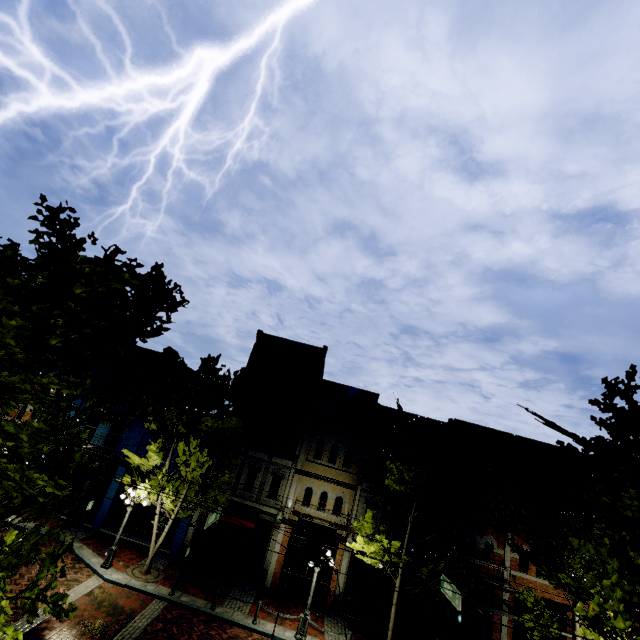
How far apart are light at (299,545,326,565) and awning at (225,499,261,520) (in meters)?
7.80

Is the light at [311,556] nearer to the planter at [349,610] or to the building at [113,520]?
the building at [113,520]

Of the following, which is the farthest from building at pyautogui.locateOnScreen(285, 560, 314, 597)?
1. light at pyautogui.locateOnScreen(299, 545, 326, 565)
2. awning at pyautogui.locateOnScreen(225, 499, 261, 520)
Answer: light at pyautogui.locateOnScreen(299, 545, 326, 565)

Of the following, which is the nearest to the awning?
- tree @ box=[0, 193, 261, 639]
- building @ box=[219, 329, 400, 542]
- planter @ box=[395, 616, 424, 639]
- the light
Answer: building @ box=[219, 329, 400, 542]

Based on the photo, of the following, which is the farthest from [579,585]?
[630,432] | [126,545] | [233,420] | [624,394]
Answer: [126,545]

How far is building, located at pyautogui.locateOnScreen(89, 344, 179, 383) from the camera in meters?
22.5

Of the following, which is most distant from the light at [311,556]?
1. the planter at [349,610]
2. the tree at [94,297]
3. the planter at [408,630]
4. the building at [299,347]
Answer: the planter at [408,630]

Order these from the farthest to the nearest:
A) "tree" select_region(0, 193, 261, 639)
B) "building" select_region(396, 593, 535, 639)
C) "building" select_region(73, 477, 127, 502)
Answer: "building" select_region(73, 477, 127, 502), "building" select_region(396, 593, 535, 639), "tree" select_region(0, 193, 261, 639)
